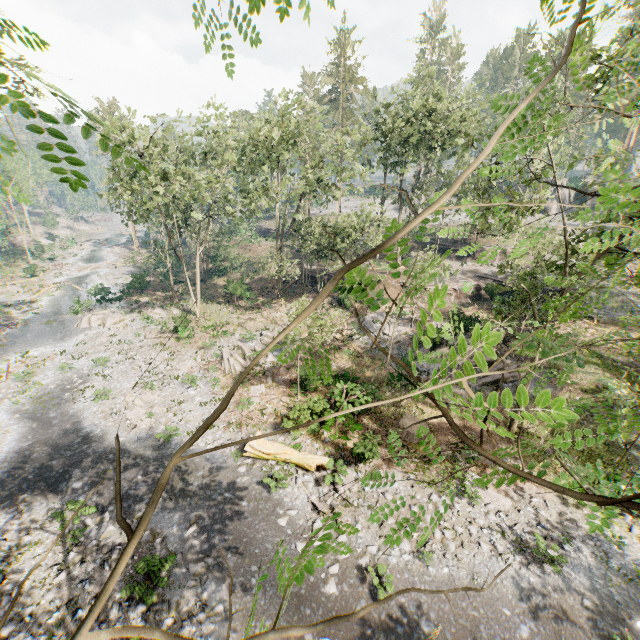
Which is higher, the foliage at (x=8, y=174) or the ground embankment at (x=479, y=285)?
the foliage at (x=8, y=174)

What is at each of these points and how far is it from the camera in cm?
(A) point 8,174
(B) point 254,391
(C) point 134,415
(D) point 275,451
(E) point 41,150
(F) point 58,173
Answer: (A) foliage, 5088
(B) foliage, 2134
(C) foliage, 1911
(D) tree trunk, 1580
(E) foliage, 176
(F) foliage, 188

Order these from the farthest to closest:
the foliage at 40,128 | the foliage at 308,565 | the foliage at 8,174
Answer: the foliage at 8,174
the foliage at 40,128
the foliage at 308,565

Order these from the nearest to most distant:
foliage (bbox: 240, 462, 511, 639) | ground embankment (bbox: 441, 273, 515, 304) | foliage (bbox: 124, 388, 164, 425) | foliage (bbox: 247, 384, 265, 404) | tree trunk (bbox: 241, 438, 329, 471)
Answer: foliage (bbox: 240, 462, 511, 639) → tree trunk (bbox: 241, 438, 329, 471) → foliage (bbox: 124, 388, 164, 425) → foliage (bbox: 247, 384, 265, 404) → ground embankment (bbox: 441, 273, 515, 304)

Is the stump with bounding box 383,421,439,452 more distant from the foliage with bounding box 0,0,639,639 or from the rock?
the rock

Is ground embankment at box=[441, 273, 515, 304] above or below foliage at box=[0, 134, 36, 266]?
below

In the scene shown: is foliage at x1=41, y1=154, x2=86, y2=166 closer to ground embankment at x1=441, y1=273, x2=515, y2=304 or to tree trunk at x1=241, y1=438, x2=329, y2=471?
tree trunk at x1=241, y1=438, x2=329, y2=471

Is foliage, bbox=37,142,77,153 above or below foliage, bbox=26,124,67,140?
below
